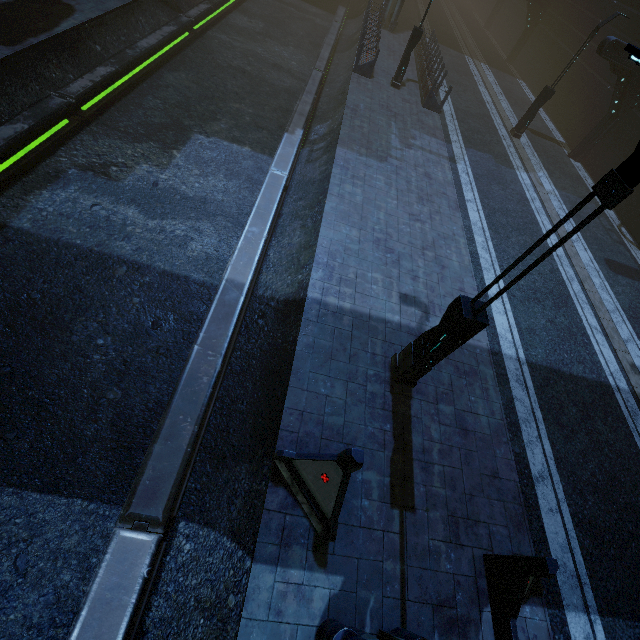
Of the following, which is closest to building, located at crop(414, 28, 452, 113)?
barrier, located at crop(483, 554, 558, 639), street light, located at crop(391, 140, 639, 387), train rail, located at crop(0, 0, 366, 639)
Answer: train rail, located at crop(0, 0, 366, 639)

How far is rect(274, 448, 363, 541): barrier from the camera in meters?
4.7

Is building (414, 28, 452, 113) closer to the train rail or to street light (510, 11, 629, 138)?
the train rail

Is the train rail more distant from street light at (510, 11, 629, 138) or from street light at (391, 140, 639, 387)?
street light at (510, 11, 629, 138)

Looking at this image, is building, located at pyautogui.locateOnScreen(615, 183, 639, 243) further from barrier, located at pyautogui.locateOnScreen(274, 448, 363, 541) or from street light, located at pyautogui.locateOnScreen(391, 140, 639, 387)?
street light, located at pyautogui.locateOnScreen(391, 140, 639, 387)

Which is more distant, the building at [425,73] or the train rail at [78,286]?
the building at [425,73]

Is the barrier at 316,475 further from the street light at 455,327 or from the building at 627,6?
the street light at 455,327

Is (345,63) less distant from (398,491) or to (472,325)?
(472,325)
